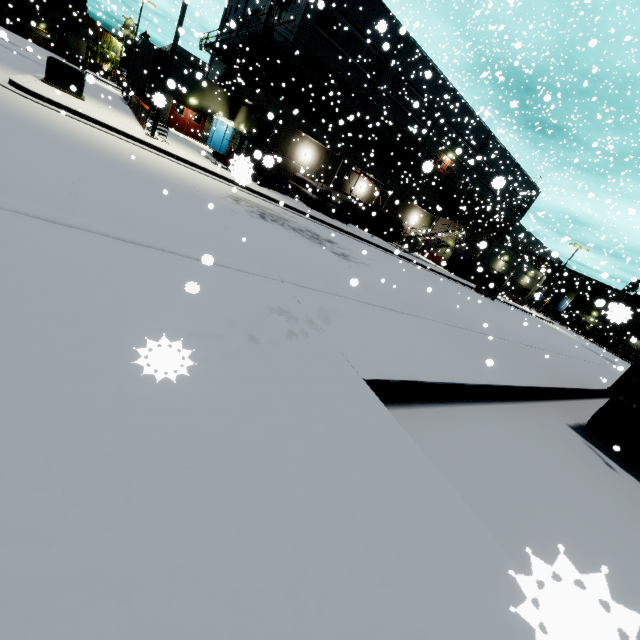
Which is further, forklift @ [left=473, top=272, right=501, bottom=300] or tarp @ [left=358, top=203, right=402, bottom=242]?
forklift @ [left=473, top=272, right=501, bottom=300]

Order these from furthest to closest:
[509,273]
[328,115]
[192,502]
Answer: [509,273] → [328,115] → [192,502]

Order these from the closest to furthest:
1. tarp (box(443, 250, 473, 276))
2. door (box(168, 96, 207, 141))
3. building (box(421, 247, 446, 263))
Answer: door (box(168, 96, 207, 141))
tarp (box(443, 250, 473, 276))
building (box(421, 247, 446, 263))

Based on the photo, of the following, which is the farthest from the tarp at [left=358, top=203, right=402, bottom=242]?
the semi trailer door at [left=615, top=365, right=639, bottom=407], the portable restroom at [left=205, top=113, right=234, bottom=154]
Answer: the semi trailer door at [left=615, top=365, right=639, bottom=407]

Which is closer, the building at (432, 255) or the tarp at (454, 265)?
the tarp at (454, 265)

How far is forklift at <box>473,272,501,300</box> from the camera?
29.04m

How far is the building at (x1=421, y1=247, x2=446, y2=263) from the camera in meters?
38.3

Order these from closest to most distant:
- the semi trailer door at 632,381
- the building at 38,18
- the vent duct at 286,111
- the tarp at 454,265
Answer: the semi trailer door at 632,381
the vent duct at 286,111
the tarp at 454,265
the building at 38,18
